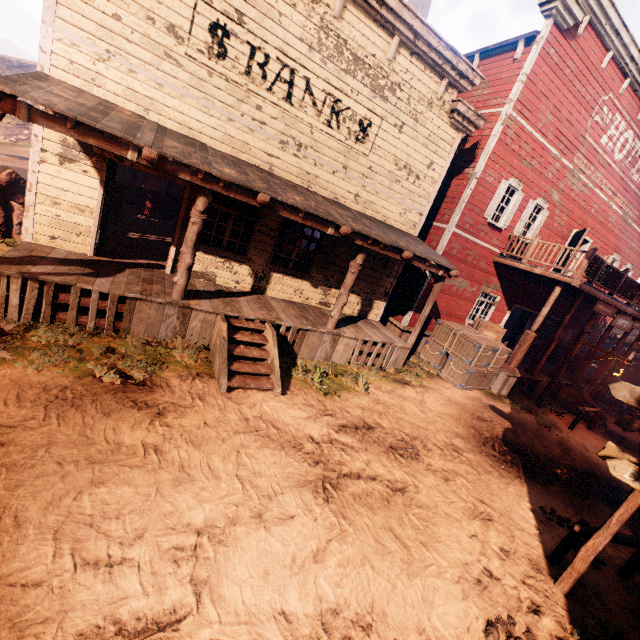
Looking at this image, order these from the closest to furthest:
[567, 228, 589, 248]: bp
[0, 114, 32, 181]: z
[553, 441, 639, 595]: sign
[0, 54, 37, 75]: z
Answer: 1. [553, 441, 639, 595]: sign
2. [567, 228, 589, 248]: bp
3. [0, 114, 32, 181]: z
4. [0, 54, 37, 75]: z

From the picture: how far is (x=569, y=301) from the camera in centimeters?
1706cm

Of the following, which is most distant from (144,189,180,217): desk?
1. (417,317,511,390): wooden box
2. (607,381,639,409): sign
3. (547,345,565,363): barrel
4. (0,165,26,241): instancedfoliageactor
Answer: (547,345,565,363): barrel

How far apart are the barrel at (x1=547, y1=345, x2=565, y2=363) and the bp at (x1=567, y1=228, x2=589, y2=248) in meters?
5.1 m

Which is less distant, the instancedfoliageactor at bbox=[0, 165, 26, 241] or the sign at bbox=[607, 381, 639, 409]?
the sign at bbox=[607, 381, 639, 409]

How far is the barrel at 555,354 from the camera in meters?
17.8 m

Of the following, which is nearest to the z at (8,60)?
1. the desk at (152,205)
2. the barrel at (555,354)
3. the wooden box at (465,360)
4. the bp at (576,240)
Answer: the wooden box at (465,360)

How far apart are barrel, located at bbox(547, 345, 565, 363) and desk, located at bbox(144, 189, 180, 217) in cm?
2041
